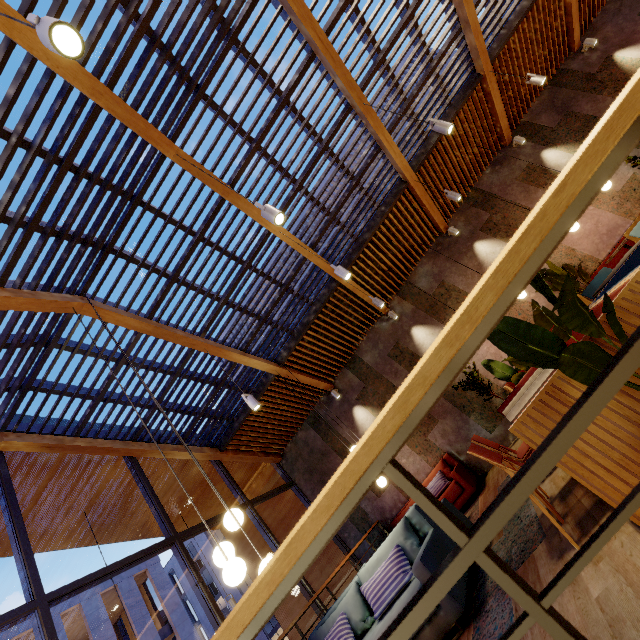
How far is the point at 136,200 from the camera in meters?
4.7 m

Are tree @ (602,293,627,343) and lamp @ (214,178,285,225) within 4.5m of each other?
yes

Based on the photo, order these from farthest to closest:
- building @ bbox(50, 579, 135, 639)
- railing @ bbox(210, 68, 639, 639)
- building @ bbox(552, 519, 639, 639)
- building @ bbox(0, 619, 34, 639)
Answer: building @ bbox(50, 579, 135, 639), building @ bbox(0, 619, 34, 639), building @ bbox(552, 519, 639, 639), railing @ bbox(210, 68, 639, 639)

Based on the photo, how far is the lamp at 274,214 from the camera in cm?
340

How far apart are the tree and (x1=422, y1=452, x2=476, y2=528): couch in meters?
5.5

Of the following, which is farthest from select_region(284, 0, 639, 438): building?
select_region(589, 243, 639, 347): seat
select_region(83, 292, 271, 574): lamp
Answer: select_region(83, 292, 271, 574): lamp

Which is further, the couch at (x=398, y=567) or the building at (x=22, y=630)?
the building at (x=22, y=630)

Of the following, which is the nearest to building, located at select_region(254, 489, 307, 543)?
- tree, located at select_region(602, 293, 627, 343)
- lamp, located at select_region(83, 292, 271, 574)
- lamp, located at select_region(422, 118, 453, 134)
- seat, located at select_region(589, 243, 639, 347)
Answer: lamp, located at select_region(83, 292, 271, 574)
